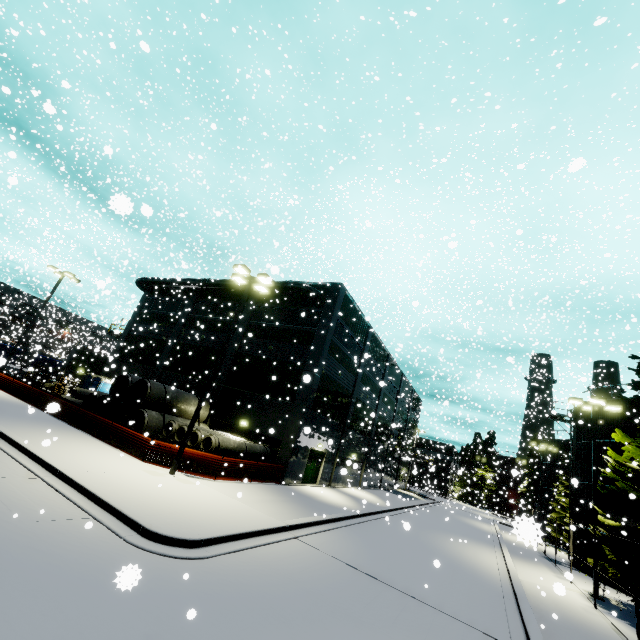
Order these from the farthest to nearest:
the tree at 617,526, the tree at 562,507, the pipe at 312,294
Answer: the tree at 562,507
the pipe at 312,294
the tree at 617,526

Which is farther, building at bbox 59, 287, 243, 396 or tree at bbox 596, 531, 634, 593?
building at bbox 59, 287, 243, 396

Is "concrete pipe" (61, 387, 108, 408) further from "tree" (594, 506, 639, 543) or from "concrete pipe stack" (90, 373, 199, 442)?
"tree" (594, 506, 639, 543)

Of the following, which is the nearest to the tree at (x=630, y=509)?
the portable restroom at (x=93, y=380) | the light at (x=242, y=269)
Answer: the light at (x=242, y=269)

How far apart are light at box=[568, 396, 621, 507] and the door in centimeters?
1666cm

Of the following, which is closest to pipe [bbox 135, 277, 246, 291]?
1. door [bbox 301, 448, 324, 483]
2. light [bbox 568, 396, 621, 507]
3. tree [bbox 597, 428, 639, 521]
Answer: tree [bbox 597, 428, 639, 521]

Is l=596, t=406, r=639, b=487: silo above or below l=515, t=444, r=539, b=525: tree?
above

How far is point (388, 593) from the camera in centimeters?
893cm
